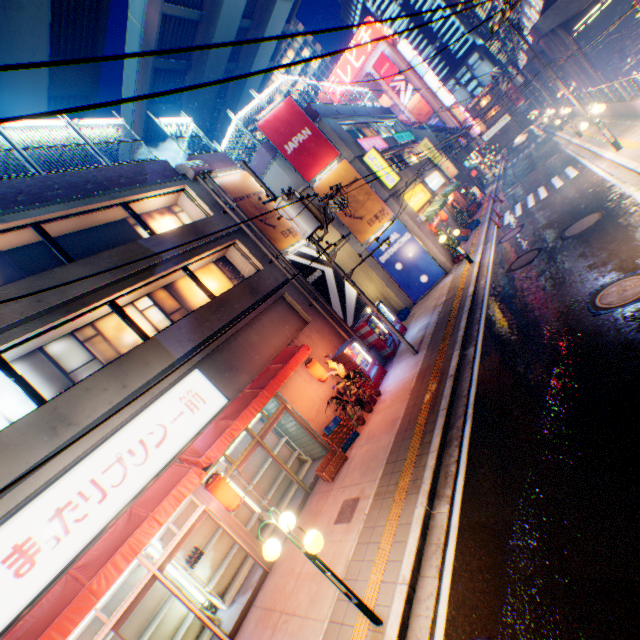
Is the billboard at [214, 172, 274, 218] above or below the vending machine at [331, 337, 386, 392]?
above

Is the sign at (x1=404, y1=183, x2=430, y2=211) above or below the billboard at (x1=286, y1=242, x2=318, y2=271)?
below

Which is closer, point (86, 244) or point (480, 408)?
point (480, 408)

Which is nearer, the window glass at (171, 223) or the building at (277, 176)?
the window glass at (171, 223)

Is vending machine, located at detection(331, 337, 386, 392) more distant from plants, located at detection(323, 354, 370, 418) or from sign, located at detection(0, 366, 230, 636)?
sign, located at detection(0, 366, 230, 636)

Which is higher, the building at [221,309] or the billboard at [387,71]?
the billboard at [387,71]

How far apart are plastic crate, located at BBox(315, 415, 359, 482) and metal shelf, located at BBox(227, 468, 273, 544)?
2.0m

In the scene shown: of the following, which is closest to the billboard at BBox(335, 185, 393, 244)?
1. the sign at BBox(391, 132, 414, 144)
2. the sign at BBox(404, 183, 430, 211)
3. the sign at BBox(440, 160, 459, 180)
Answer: the sign at BBox(404, 183, 430, 211)
